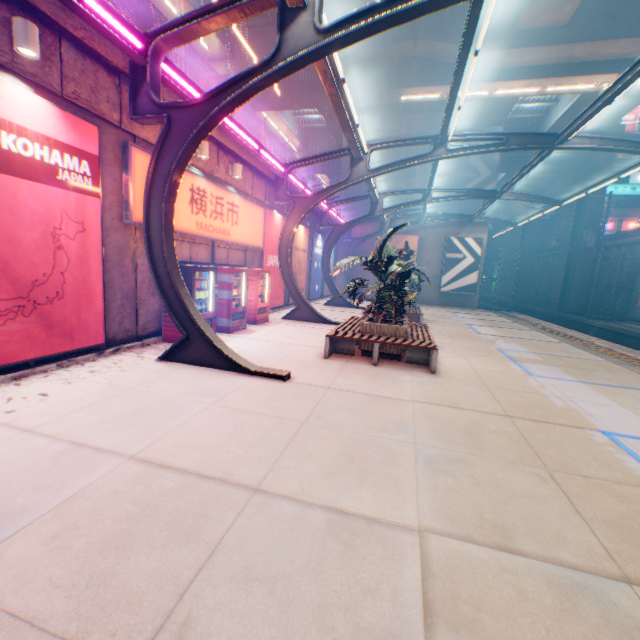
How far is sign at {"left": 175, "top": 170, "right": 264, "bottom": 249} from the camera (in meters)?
8.55

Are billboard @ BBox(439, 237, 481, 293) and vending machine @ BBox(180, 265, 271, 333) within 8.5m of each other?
no

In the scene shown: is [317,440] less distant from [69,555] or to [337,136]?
[69,555]

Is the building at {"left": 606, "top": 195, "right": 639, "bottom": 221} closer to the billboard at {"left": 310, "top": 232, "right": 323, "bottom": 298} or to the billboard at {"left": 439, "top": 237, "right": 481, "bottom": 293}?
the billboard at {"left": 439, "top": 237, "right": 481, "bottom": 293}

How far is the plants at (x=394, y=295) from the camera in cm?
799

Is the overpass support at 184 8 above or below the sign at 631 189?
below

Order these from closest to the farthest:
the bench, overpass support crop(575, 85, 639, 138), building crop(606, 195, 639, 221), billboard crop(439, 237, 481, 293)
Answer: the bench
overpass support crop(575, 85, 639, 138)
billboard crop(439, 237, 481, 293)
building crop(606, 195, 639, 221)

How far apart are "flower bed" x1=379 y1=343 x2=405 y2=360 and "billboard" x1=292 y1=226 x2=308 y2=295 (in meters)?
8.79
